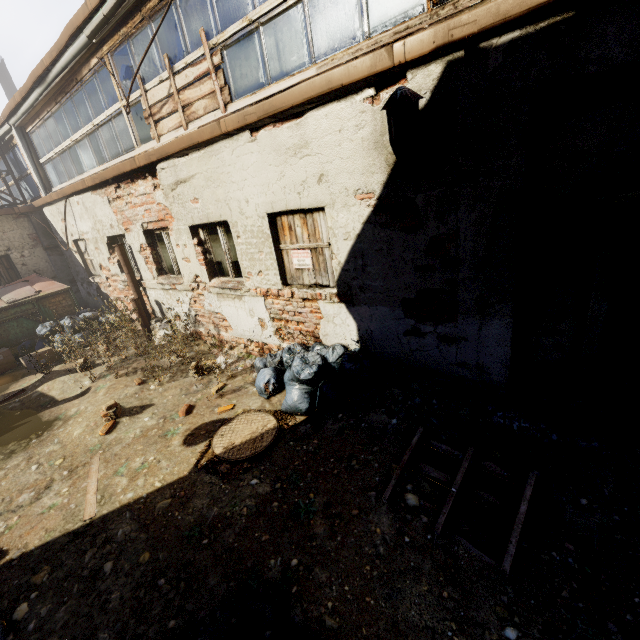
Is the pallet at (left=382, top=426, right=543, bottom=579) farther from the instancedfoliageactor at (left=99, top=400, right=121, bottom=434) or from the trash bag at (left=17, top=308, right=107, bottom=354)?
the trash bag at (left=17, top=308, right=107, bottom=354)

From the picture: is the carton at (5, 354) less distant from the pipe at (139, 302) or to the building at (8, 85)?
the pipe at (139, 302)

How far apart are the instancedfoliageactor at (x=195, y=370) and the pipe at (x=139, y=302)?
2.72m

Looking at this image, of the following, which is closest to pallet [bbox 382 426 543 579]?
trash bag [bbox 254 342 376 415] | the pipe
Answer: trash bag [bbox 254 342 376 415]

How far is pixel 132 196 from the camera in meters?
6.8 m

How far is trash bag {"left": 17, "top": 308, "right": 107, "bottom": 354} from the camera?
8.22m

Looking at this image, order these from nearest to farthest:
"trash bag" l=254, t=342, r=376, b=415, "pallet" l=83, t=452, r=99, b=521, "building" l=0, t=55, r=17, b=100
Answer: "pallet" l=83, t=452, r=99, b=521 < "trash bag" l=254, t=342, r=376, b=415 < "building" l=0, t=55, r=17, b=100

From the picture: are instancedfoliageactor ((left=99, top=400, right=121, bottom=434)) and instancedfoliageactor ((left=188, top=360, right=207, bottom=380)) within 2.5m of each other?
yes
